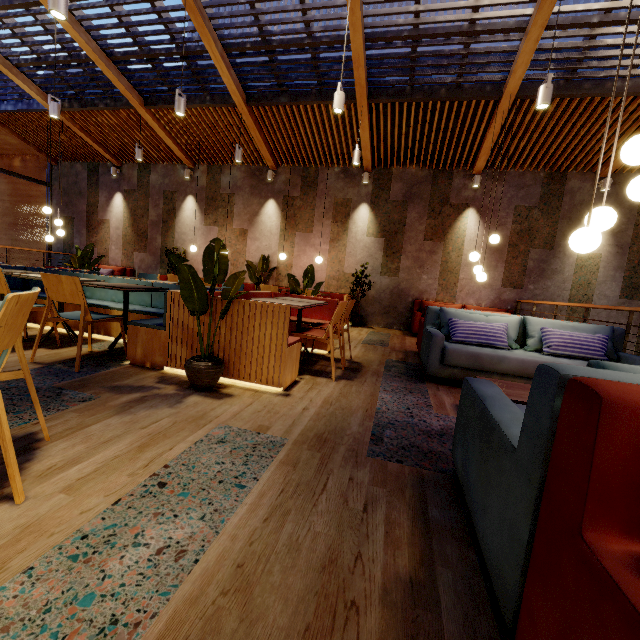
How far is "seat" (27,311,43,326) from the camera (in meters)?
4.46

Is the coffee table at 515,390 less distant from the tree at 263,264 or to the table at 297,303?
the table at 297,303

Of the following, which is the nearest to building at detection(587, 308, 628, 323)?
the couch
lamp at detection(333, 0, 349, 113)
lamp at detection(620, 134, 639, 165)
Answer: the couch

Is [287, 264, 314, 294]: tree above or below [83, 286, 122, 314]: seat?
above

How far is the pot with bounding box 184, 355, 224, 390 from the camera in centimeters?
266cm

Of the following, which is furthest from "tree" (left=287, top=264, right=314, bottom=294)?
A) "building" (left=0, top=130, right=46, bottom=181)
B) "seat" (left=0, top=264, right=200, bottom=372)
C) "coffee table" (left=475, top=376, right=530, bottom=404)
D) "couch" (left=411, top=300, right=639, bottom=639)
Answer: "building" (left=0, top=130, right=46, bottom=181)

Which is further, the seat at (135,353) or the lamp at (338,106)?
the lamp at (338,106)

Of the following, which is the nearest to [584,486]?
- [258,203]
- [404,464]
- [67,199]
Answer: [404,464]
